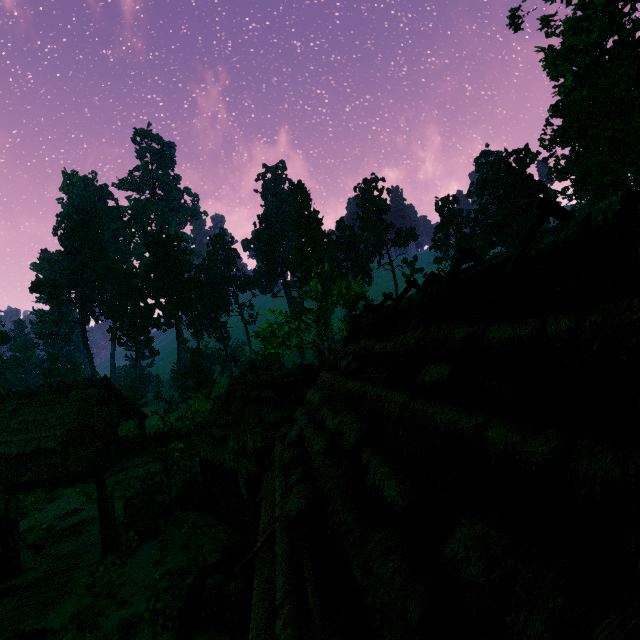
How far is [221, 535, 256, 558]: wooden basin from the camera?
11.19m

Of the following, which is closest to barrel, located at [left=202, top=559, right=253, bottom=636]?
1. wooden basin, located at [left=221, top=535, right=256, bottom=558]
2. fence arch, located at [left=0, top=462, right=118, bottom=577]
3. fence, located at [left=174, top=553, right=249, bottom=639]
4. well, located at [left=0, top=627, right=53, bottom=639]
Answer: fence, located at [left=174, top=553, right=249, bottom=639]

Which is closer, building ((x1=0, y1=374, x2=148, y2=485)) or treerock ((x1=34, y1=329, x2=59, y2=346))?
building ((x1=0, y1=374, x2=148, y2=485))

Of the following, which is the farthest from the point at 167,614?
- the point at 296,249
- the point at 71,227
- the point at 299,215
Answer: the point at 71,227

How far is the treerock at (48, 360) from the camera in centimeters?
5312cm

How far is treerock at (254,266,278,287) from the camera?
57.19m

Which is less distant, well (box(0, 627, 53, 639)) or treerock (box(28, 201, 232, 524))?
well (box(0, 627, 53, 639))

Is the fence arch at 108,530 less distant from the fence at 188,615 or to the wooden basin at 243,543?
the wooden basin at 243,543
